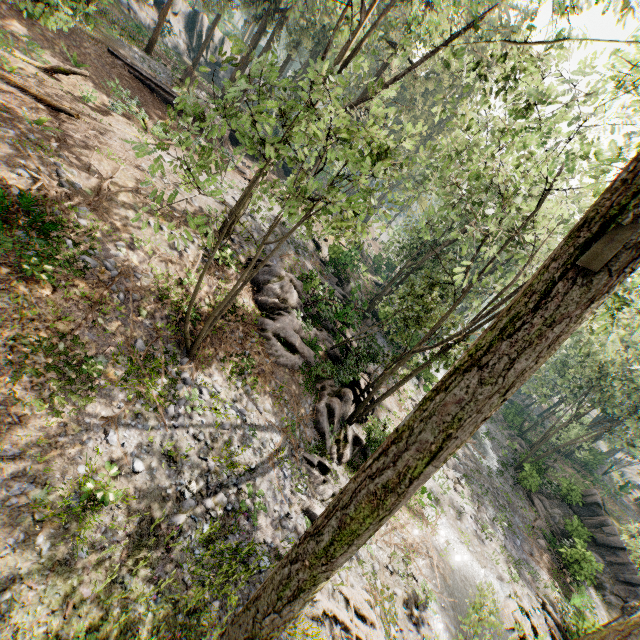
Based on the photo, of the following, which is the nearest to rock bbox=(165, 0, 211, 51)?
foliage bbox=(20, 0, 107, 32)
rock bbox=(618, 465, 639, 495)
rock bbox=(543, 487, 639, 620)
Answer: foliage bbox=(20, 0, 107, 32)

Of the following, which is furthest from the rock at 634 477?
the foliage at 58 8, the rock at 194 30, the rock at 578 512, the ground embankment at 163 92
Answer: the rock at 194 30

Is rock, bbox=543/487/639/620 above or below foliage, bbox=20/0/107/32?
below

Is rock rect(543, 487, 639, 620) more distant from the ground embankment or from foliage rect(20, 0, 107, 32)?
the ground embankment

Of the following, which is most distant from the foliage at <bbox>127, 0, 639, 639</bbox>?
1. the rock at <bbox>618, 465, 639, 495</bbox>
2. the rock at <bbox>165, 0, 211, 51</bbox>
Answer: the rock at <bbox>618, 465, 639, 495</bbox>

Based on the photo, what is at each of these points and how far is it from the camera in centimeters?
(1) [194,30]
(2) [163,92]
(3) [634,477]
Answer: (1) rock, 4038cm
(2) ground embankment, 2078cm
(3) rock, 5512cm

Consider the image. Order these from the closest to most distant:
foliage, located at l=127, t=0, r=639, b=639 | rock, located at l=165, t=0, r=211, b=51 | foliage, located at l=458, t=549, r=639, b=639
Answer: foliage, located at l=127, t=0, r=639, b=639 < foliage, located at l=458, t=549, r=639, b=639 < rock, located at l=165, t=0, r=211, b=51

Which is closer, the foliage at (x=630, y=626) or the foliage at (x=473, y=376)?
the foliage at (x=473, y=376)
